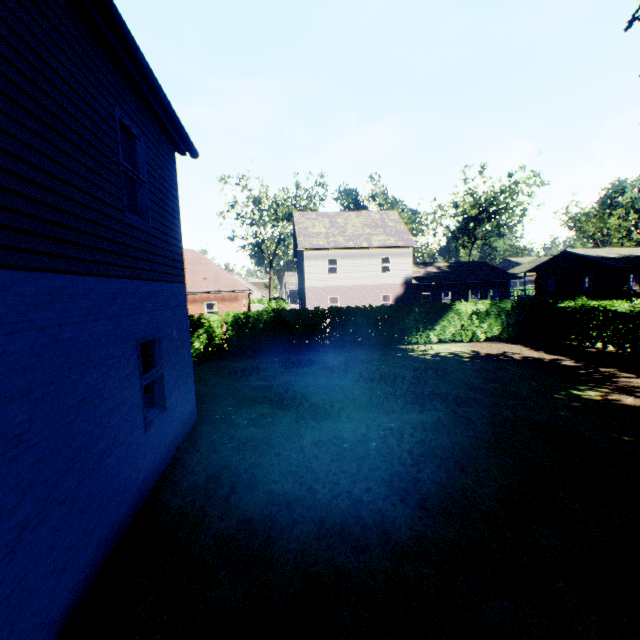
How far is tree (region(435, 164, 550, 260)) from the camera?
39.7m

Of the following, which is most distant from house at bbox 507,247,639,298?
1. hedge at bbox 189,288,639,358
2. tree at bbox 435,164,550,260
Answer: tree at bbox 435,164,550,260

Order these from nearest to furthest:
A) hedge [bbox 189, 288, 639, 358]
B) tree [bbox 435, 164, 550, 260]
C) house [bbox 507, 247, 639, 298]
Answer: hedge [bbox 189, 288, 639, 358], house [bbox 507, 247, 639, 298], tree [bbox 435, 164, 550, 260]

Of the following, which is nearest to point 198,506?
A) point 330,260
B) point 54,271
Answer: point 54,271

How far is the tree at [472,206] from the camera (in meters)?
39.73

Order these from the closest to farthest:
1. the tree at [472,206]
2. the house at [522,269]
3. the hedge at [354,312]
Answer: the hedge at [354,312] → the house at [522,269] → the tree at [472,206]

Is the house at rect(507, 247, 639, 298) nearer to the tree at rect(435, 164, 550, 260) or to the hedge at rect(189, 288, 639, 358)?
the hedge at rect(189, 288, 639, 358)
